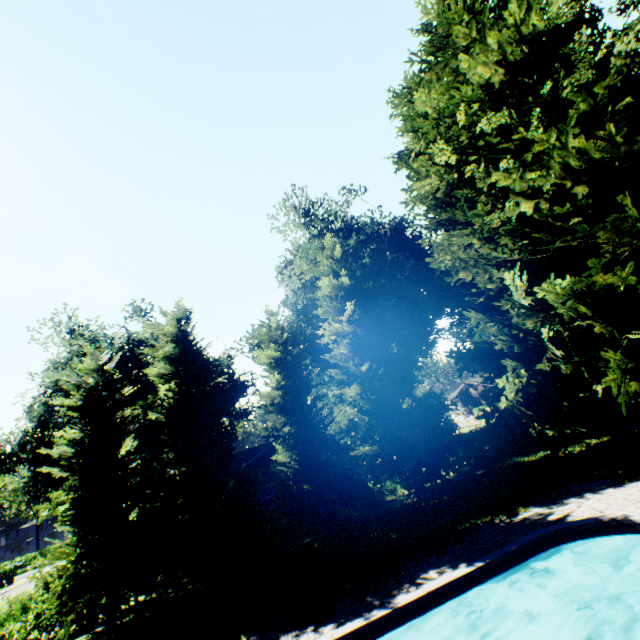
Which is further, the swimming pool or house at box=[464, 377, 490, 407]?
house at box=[464, 377, 490, 407]

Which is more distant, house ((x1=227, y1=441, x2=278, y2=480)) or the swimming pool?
house ((x1=227, y1=441, x2=278, y2=480))

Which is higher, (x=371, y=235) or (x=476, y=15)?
(x=371, y=235)

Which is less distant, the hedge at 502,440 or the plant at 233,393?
the hedge at 502,440

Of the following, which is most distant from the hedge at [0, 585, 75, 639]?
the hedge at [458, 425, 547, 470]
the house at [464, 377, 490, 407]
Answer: the house at [464, 377, 490, 407]

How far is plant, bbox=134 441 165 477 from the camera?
29.6m

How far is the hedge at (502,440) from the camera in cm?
2014

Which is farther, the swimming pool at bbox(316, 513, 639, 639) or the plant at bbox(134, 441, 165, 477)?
the plant at bbox(134, 441, 165, 477)
